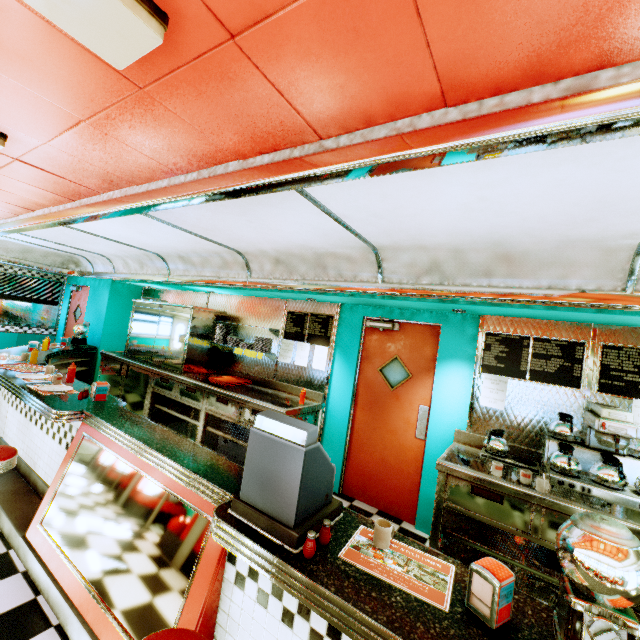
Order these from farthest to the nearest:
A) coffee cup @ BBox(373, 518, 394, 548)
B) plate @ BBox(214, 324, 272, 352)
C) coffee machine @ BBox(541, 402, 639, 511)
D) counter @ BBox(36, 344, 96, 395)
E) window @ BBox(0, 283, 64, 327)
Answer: window @ BBox(0, 283, 64, 327) < plate @ BBox(214, 324, 272, 352) < counter @ BBox(36, 344, 96, 395) < coffee machine @ BBox(541, 402, 639, 511) < coffee cup @ BBox(373, 518, 394, 548)

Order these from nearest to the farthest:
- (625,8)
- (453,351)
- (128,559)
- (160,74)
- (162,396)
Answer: (625,8) → (160,74) → (128,559) → (453,351) → (162,396)

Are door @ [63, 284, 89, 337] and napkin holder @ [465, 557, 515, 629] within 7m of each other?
no

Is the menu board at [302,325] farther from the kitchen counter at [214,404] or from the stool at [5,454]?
the stool at [5,454]

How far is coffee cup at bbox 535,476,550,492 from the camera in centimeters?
256cm

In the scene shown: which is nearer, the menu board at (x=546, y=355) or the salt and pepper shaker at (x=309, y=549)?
the salt and pepper shaker at (x=309, y=549)

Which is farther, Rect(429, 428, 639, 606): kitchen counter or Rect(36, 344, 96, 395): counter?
Rect(36, 344, 96, 395): counter

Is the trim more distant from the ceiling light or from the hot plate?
the hot plate
